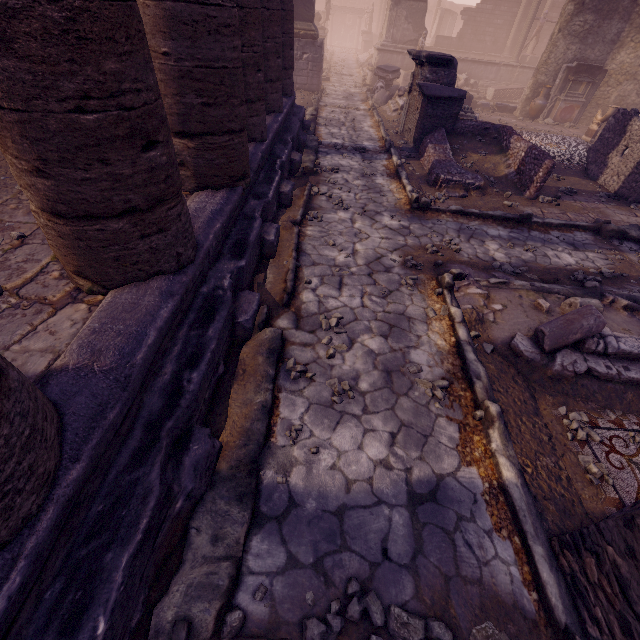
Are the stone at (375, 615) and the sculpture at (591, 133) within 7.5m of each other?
no

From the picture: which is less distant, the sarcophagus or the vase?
the vase

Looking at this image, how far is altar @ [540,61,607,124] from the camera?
13.9m

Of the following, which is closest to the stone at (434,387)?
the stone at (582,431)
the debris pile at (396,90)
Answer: the stone at (582,431)

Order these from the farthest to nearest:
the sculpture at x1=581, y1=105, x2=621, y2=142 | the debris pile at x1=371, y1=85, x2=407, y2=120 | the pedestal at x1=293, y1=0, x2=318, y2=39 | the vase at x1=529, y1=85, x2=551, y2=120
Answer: the vase at x1=529, y1=85, x2=551, y2=120 < the pedestal at x1=293, y1=0, x2=318, y2=39 < the debris pile at x1=371, y1=85, x2=407, y2=120 < the sculpture at x1=581, y1=105, x2=621, y2=142

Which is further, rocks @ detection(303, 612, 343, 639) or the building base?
rocks @ detection(303, 612, 343, 639)

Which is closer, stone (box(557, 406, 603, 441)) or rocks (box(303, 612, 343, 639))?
rocks (box(303, 612, 343, 639))

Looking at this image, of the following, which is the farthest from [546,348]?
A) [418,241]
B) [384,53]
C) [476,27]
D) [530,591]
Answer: [476,27]
